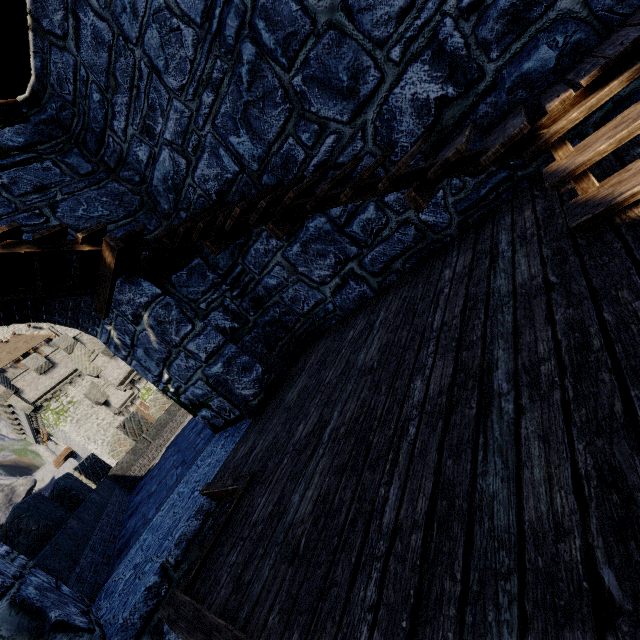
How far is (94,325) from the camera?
5.6 meters
